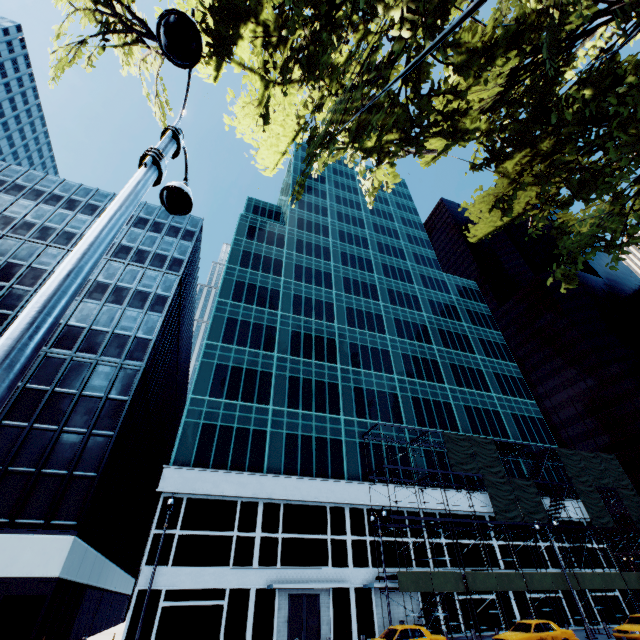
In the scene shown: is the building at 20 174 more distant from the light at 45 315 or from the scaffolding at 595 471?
the light at 45 315

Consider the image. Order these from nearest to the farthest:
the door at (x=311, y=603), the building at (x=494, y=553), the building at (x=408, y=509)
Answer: the door at (x=311, y=603)
the building at (x=408, y=509)
the building at (x=494, y=553)

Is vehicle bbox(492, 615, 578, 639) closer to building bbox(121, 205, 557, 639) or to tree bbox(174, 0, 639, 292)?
building bbox(121, 205, 557, 639)

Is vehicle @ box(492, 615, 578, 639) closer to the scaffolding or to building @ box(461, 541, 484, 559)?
the scaffolding

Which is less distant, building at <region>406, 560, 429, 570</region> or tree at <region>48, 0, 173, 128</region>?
tree at <region>48, 0, 173, 128</region>

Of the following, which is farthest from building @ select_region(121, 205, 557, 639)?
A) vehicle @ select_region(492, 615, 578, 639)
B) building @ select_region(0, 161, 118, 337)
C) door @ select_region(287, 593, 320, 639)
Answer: vehicle @ select_region(492, 615, 578, 639)

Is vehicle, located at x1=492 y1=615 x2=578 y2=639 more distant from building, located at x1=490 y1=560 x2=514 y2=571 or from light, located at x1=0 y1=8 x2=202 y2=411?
light, located at x1=0 y1=8 x2=202 y2=411

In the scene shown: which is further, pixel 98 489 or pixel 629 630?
pixel 98 489
